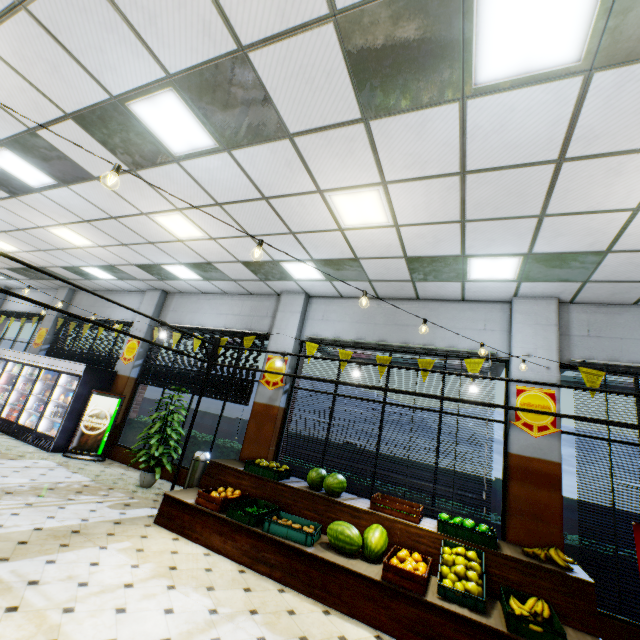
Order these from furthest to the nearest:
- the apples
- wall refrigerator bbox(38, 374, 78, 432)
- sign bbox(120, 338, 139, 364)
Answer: sign bbox(120, 338, 139, 364)
wall refrigerator bbox(38, 374, 78, 432)
the apples

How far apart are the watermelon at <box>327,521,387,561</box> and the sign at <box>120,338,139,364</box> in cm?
757

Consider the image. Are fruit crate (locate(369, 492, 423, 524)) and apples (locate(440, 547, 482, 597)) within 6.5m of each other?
yes

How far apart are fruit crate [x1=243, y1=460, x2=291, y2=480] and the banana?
3.6 meters

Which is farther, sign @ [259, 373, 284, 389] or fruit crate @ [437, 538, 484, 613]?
sign @ [259, 373, 284, 389]

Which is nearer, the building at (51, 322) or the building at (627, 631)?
the building at (627, 631)

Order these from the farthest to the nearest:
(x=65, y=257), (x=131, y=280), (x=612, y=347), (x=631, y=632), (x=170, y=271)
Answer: (x=131, y=280), (x=65, y=257), (x=170, y=271), (x=612, y=347), (x=631, y=632)

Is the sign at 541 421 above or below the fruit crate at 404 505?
above
